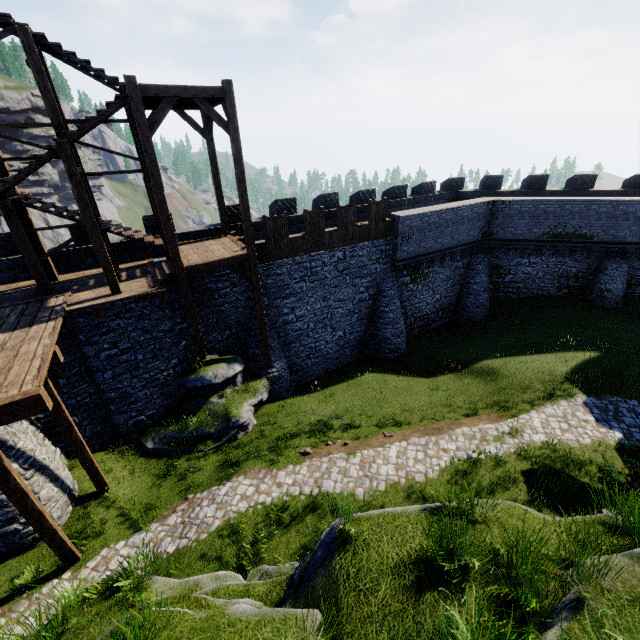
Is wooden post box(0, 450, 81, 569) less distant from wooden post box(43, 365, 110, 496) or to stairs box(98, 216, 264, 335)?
wooden post box(43, 365, 110, 496)

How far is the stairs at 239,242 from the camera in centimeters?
1276cm

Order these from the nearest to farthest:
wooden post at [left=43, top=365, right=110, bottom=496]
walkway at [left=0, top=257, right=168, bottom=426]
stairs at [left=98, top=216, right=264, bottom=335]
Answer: walkway at [left=0, top=257, right=168, bottom=426] < wooden post at [left=43, top=365, right=110, bottom=496] < stairs at [left=98, top=216, right=264, bottom=335]

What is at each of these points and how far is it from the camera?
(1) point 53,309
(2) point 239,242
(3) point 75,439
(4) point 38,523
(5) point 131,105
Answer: (1) walkway, 11.0 meters
(2) stairs, 15.3 meters
(3) wooden post, 10.0 meters
(4) wooden post, 8.3 meters
(5) stairs, 9.9 meters

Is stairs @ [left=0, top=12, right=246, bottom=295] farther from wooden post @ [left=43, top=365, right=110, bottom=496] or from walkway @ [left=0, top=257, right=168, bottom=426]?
wooden post @ [left=43, top=365, right=110, bottom=496]

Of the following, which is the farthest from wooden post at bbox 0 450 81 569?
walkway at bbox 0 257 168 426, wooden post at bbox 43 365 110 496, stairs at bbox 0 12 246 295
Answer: stairs at bbox 0 12 246 295

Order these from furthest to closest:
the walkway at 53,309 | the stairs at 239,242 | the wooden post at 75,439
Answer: the stairs at 239,242, the wooden post at 75,439, the walkway at 53,309
